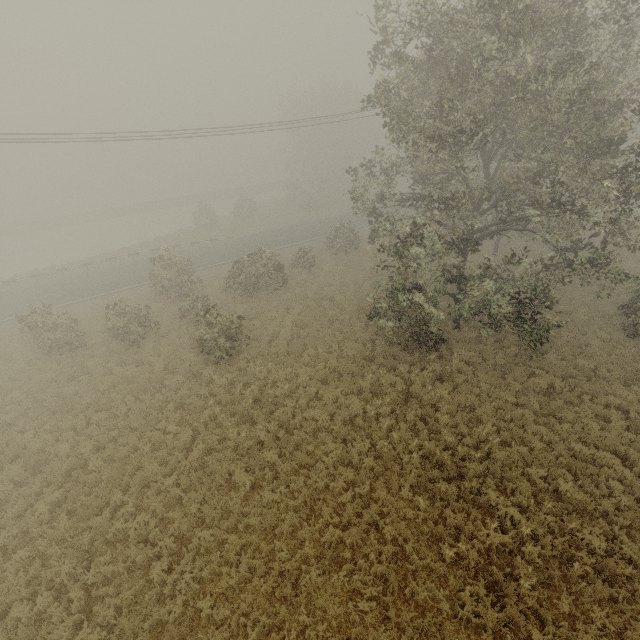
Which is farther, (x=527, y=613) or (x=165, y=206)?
(x=165, y=206)
